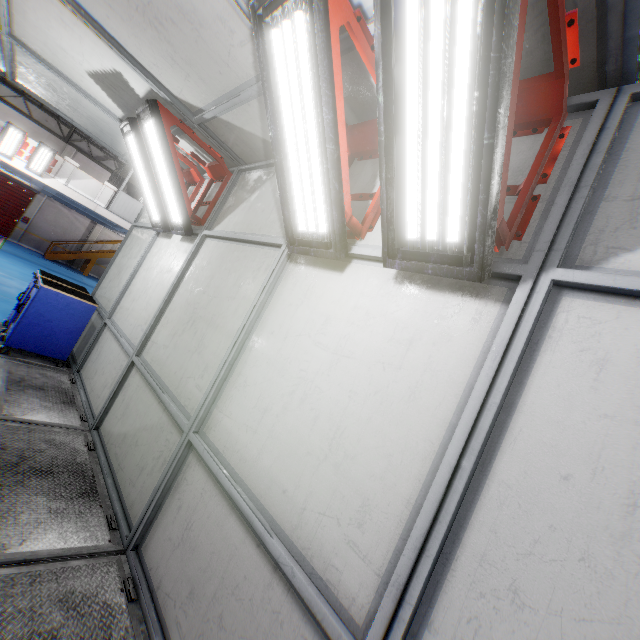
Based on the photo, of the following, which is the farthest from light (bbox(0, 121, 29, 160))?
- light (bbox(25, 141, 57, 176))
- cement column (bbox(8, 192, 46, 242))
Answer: cement column (bbox(8, 192, 46, 242))

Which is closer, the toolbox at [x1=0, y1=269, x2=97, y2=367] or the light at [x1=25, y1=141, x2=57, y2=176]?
the toolbox at [x1=0, y1=269, x2=97, y2=367]

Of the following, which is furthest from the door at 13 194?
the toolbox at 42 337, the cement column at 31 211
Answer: the toolbox at 42 337

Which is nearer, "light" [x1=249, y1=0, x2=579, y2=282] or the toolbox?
"light" [x1=249, y1=0, x2=579, y2=282]

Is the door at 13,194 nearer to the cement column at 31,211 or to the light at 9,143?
the cement column at 31,211

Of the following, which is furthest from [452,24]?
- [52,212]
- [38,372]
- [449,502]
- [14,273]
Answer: [52,212]

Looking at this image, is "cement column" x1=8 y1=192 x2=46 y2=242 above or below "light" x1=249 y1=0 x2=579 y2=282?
below

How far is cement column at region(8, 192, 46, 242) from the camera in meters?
22.6 m
